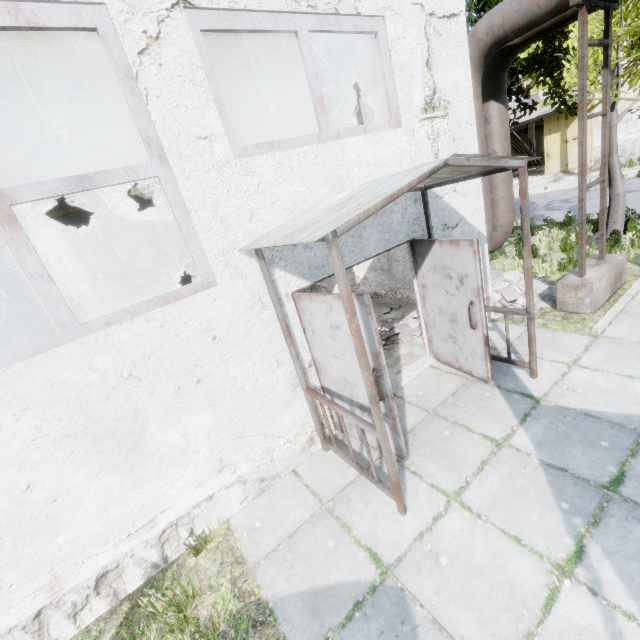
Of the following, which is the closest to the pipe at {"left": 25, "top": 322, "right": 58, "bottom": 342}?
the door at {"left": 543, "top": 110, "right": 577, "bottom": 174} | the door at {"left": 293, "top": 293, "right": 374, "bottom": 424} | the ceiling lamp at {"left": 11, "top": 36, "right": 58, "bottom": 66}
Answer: the ceiling lamp at {"left": 11, "top": 36, "right": 58, "bottom": 66}

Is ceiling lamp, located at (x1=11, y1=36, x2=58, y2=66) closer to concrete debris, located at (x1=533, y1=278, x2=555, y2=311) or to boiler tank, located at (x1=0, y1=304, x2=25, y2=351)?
boiler tank, located at (x1=0, y1=304, x2=25, y2=351)

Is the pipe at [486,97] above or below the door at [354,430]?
above

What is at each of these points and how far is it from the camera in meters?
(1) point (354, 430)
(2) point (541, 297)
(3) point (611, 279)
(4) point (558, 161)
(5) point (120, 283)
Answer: (1) door, 4.4
(2) concrete debris, 7.0
(3) pipe holder, 6.1
(4) door, 22.9
(5) boiler box, 9.8

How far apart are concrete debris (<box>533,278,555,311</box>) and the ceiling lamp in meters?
8.6 m

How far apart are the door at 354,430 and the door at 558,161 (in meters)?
27.15

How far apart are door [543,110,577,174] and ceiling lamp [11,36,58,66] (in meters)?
27.78
